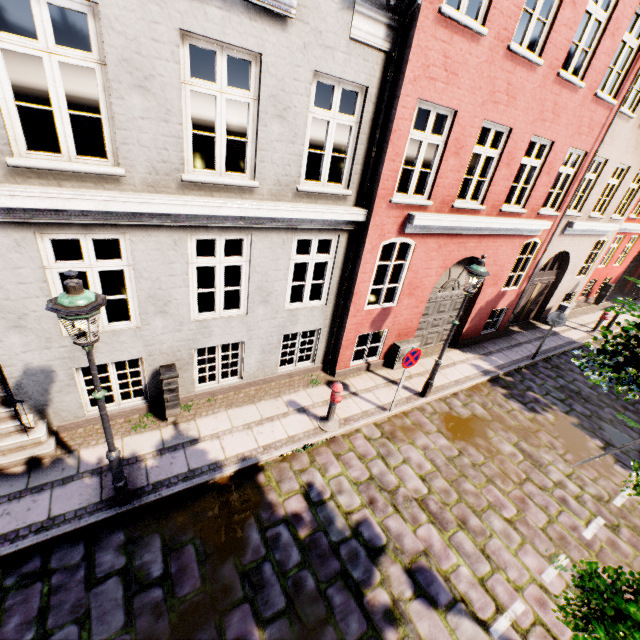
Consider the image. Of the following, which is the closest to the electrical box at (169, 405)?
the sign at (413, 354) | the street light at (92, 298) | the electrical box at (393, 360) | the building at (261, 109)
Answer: the building at (261, 109)

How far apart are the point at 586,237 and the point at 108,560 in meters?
17.2 m

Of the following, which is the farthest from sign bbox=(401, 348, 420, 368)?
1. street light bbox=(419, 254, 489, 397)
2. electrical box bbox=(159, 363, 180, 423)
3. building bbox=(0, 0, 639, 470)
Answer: electrical box bbox=(159, 363, 180, 423)

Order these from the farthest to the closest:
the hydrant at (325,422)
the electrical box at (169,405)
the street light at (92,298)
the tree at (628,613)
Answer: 1. the hydrant at (325,422)
2. the electrical box at (169,405)
3. the street light at (92,298)
4. the tree at (628,613)

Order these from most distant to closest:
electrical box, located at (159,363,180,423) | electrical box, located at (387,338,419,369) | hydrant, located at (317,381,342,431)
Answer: electrical box, located at (387,338,419,369) < hydrant, located at (317,381,342,431) < electrical box, located at (159,363,180,423)

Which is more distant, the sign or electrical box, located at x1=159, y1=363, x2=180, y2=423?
the sign

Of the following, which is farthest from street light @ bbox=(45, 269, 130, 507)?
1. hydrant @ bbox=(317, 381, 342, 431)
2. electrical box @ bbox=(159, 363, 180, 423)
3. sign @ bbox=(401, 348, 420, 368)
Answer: sign @ bbox=(401, 348, 420, 368)

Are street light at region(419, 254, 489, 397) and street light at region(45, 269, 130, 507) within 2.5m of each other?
no
